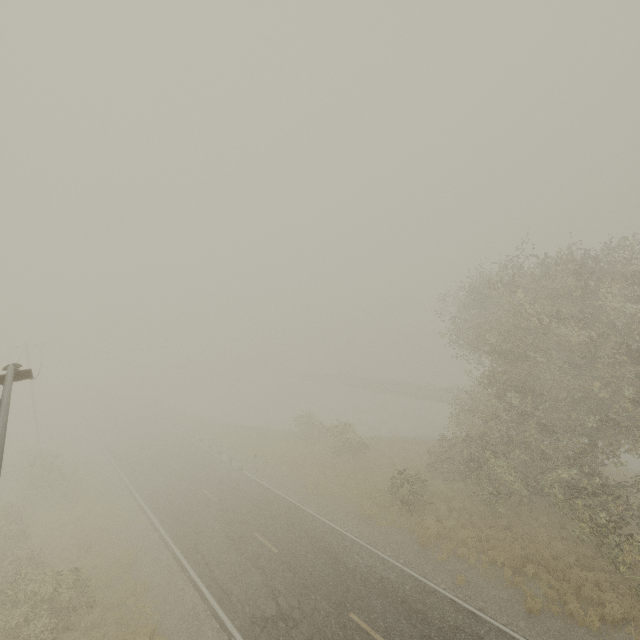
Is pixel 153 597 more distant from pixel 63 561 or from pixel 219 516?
pixel 63 561
